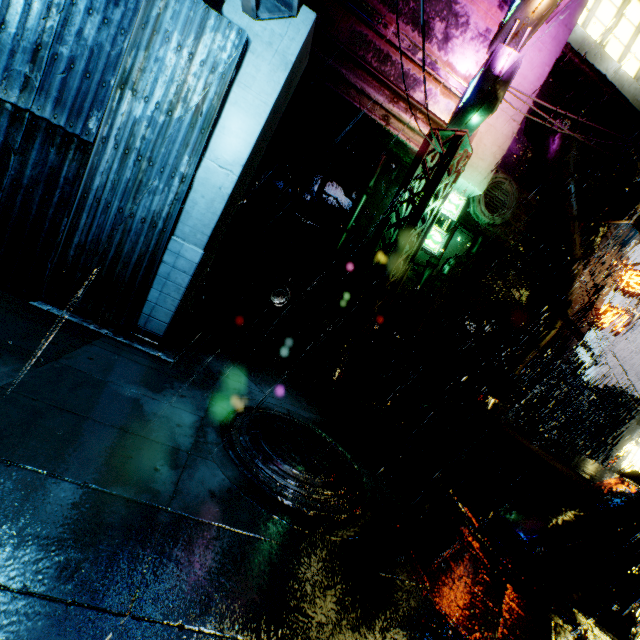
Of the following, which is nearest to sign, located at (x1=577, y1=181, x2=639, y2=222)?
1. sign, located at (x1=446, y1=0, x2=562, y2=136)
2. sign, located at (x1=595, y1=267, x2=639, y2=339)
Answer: sign, located at (x1=595, y1=267, x2=639, y2=339)

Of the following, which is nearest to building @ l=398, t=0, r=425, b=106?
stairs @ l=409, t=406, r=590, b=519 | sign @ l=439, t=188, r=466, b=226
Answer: sign @ l=439, t=188, r=466, b=226

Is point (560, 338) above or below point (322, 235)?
above

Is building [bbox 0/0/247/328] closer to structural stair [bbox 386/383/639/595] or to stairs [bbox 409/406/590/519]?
structural stair [bbox 386/383/639/595]

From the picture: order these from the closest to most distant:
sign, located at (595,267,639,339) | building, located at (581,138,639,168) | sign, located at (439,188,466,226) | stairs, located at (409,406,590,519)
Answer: stairs, located at (409,406,590,519), sign, located at (439,188,466,226), building, located at (581,138,639,168), sign, located at (595,267,639,339)

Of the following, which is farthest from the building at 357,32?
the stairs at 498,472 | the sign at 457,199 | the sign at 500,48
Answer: the stairs at 498,472

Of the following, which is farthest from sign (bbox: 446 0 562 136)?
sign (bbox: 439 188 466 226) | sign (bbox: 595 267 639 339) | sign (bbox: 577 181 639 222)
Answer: sign (bbox: 595 267 639 339)

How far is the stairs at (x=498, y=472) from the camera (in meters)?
→ 6.38
